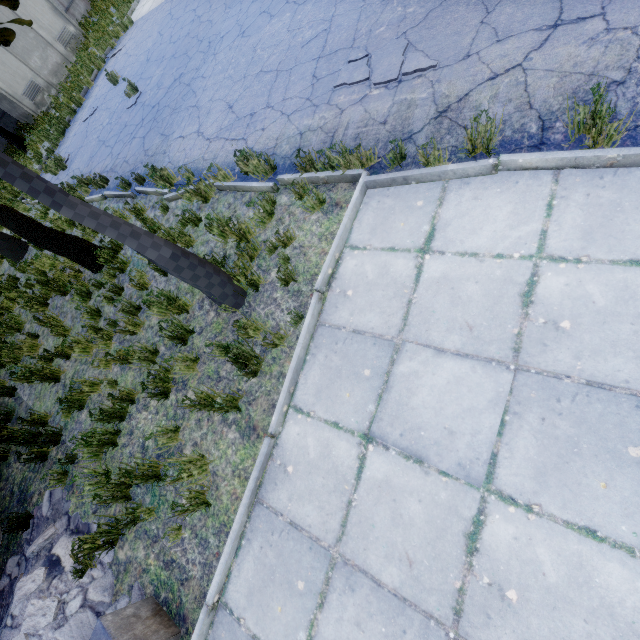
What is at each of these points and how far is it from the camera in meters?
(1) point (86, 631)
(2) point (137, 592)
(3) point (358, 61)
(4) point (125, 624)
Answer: (1) concrete debris, 3.7 m
(2) concrete debris, 3.7 m
(3) asphalt debris, 5.0 m
(4) pipe holder, 3.1 m

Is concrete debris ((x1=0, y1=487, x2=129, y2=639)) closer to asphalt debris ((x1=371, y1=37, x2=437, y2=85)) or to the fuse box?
asphalt debris ((x1=371, y1=37, x2=437, y2=85))

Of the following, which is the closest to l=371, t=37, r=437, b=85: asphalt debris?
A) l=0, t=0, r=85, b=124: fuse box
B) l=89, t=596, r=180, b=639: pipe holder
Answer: l=89, t=596, r=180, b=639: pipe holder

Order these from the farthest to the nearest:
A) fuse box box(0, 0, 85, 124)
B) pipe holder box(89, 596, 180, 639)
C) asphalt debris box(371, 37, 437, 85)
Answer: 1. fuse box box(0, 0, 85, 124)
2. asphalt debris box(371, 37, 437, 85)
3. pipe holder box(89, 596, 180, 639)

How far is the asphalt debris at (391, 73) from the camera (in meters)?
4.30

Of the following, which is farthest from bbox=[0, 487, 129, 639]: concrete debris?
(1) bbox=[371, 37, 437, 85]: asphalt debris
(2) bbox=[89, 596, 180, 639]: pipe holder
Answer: (1) bbox=[371, 37, 437, 85]: asphalt debris

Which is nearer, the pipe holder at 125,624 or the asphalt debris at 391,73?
the pipe holder at 125,624

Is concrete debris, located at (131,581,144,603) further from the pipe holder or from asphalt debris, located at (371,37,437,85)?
asphalt debris, located at (371,37,437,85)
